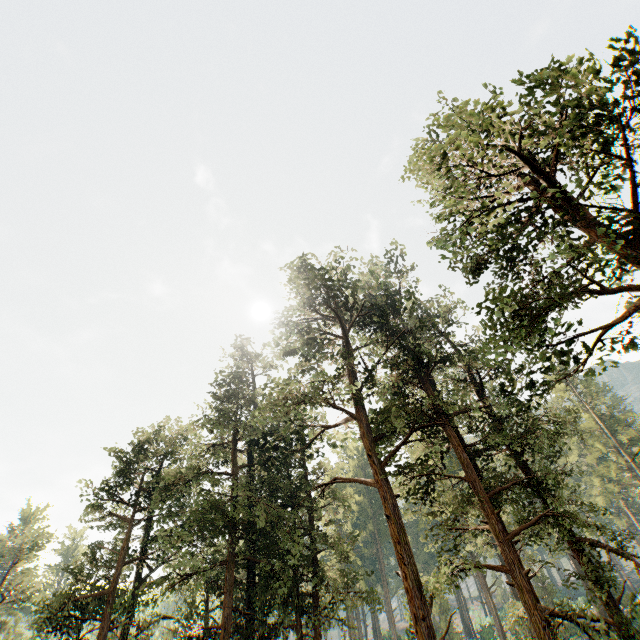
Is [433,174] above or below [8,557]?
above
